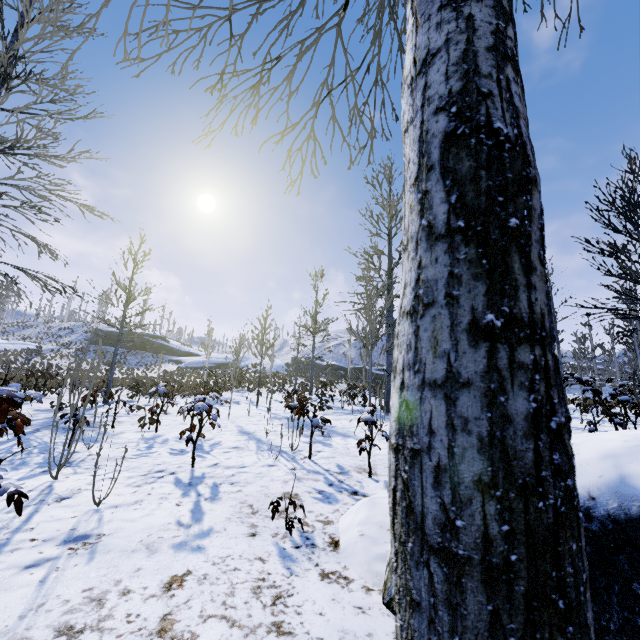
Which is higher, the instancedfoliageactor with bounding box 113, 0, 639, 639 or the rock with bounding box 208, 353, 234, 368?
the rock with bounding box 208, 353, 234, 368

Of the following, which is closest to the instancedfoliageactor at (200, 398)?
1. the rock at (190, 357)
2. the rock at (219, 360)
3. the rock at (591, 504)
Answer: the rock at (591, 504)

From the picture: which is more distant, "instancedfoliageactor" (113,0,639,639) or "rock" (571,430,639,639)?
"rock" (571,430,639,639)

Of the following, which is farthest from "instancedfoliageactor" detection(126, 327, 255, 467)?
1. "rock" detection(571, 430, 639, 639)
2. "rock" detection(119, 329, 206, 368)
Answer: "rock" detection(119, 329, 206, 368)

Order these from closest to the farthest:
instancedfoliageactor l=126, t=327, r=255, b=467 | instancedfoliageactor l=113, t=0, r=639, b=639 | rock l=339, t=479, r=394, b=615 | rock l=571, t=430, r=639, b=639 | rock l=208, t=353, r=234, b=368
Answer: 1. instancedfoliageactor l=113, t=0, r=639, b=639
2. rock l=571, t=430, r=639, b=639
3. rock l=339, t=479, r=394, b=615
4. instancedfoliageactor l=126, t=327, r=255, b=467
5. rock l=208, t=353, r=234, b=368

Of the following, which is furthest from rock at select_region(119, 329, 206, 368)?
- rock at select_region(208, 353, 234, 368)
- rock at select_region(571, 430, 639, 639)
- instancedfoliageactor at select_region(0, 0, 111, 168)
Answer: rock at select_region(571, 430, 639, 639)

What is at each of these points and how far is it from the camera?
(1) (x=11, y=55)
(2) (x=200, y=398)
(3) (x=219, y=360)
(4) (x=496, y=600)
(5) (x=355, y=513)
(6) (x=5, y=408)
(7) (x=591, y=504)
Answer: (1) instancedfoliageactor, 7.0 meters
(2) instancedfoliageactor, 4.2 meters
(3) rock, 43.2 meters
(4) instancedfoliageactor, 0.5 meters
(5) rock, 2.7 meters
(6) instancedfoliageactor, 1.9 meters
(7) rock, 1.6 meters

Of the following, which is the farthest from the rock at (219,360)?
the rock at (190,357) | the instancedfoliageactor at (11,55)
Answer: the instancedfoliageactor at (11,55)
